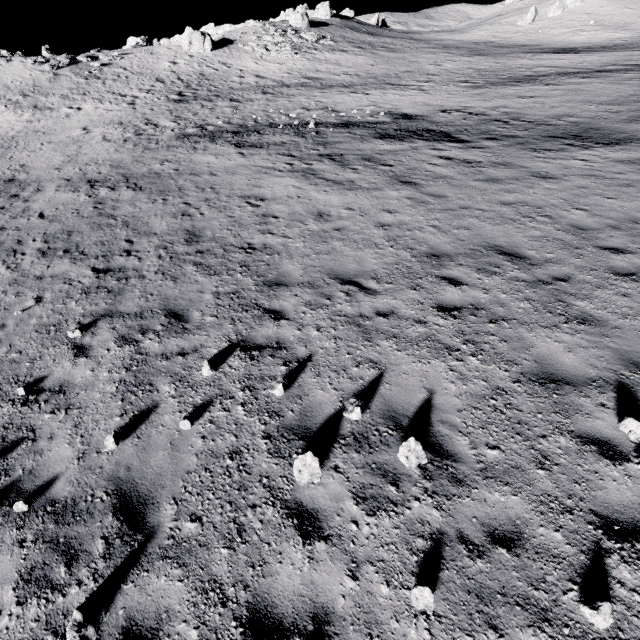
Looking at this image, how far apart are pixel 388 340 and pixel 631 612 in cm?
429

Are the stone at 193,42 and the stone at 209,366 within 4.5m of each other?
no

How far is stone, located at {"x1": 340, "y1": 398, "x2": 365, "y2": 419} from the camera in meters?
4.9

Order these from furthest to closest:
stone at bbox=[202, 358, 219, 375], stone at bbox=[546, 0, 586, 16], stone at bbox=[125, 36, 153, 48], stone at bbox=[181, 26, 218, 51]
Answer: stone at bbox=[546, 0, 586, 16], stone at bbox=[125, 36, 153, 48], stone at bbox=[181, 26, 218, 51], stone at bbox=[202, 358, 219, 375]

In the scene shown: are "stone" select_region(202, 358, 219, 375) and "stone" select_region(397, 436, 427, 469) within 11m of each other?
yes

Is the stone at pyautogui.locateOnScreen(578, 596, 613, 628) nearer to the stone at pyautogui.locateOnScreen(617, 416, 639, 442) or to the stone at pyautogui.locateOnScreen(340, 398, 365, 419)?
the stone at pyautogui.locateOnScreen(617, 416, 639, 442)

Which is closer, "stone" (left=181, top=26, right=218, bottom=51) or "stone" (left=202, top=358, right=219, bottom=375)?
"stone" (left=202, top=358, right=219, bottom=375)

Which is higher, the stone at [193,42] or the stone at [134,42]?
the stone at [134,42]
